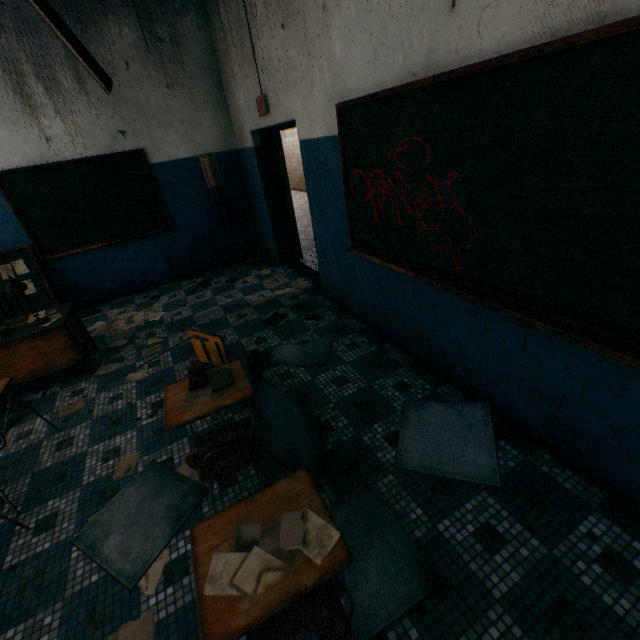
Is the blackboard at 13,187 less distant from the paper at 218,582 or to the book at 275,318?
the book at 275,318

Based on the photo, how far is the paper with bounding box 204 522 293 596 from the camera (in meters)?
1.14

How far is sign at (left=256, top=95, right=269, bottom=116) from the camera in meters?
4.0

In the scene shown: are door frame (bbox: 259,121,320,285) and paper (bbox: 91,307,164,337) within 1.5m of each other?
no

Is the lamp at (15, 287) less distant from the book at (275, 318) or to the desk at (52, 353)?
the desk at (52, 353)

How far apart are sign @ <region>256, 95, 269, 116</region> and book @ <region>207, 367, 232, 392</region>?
3.51m

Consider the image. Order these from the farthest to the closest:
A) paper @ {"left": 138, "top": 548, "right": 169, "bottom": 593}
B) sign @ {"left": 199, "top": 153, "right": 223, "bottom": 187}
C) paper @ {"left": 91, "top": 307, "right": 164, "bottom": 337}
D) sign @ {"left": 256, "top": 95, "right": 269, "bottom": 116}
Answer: sign @ {"left": 199, "top": 153, "right": 223, "bottom": 187}, paper @ {"left": 91, "top": 307, "right": 164, "bottom": 337}, sign @ {"left": 256, "top": 95, "right": 269, "bottom": 116}, paper @ {"left": 138, "top": 548, "right": 169, "bottom": 593}

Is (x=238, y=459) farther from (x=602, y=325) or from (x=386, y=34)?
(x=386, y=34)
